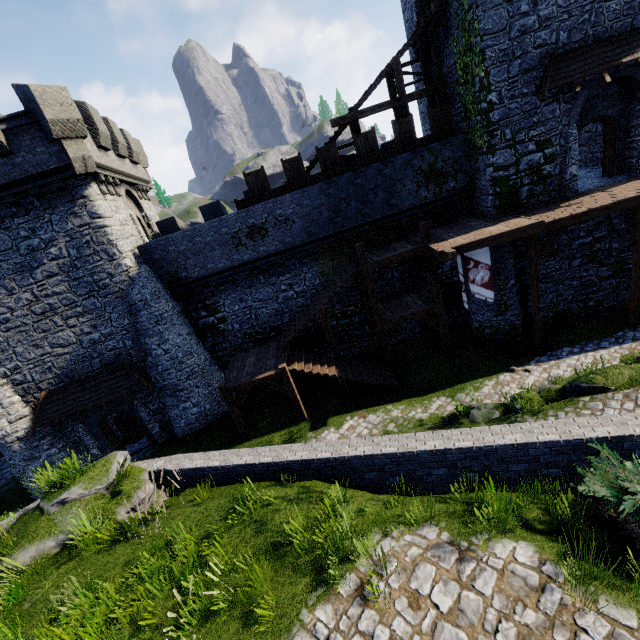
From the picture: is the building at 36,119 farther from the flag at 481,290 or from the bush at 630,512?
the bush at 630,512

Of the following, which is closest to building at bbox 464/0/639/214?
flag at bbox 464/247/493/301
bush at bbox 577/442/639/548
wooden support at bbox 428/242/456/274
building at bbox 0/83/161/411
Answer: flag at bbox 464/247/493/301

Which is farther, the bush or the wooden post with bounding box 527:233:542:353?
the wooden post with bounding box 527:233:542:353

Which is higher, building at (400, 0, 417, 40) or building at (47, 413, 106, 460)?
building at (400, 0, 417, 40)

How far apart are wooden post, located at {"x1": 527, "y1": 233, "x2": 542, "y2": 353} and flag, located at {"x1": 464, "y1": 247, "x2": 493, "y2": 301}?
1.47m

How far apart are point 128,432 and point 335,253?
17.5 meters

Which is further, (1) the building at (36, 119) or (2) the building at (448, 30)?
(2) the building at (448, 30)

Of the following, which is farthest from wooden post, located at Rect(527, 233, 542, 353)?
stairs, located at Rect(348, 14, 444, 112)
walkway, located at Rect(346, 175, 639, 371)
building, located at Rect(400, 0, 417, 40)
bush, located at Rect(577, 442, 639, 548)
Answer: bush, located at Rect(577, 442, 639, 548)
